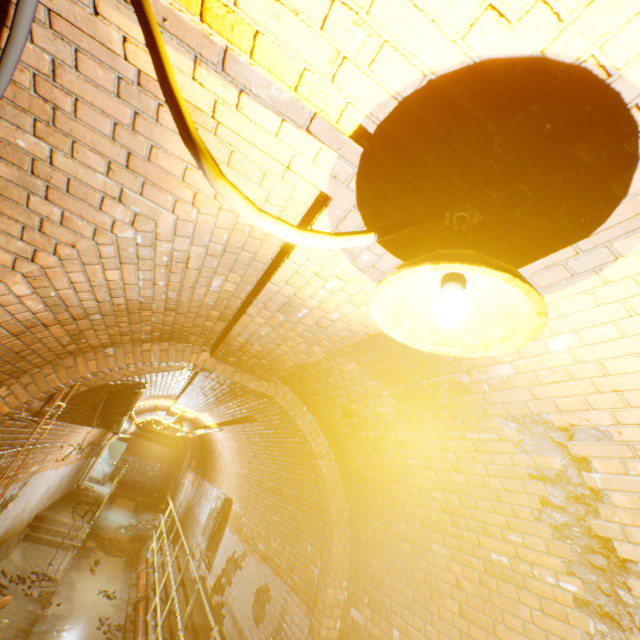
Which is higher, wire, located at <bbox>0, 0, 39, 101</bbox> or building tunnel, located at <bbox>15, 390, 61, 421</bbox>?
wire, located at <bbox>0, 0, 39, 101</bbox>

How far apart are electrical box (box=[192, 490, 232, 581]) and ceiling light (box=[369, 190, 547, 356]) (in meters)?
9.72

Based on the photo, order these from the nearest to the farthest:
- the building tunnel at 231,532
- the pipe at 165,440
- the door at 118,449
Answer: the building tunnel at 231,532 → the pipe at 165,440 → the door at 118,449

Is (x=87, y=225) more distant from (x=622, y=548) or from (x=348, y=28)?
(x=622, y=548)

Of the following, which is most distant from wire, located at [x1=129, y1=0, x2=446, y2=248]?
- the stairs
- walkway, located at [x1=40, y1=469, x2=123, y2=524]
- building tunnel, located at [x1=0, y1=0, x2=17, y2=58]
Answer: walkway, located at [x1=40, y1=469, x2=123, y2=524]

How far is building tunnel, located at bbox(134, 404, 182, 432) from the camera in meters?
11.8 m

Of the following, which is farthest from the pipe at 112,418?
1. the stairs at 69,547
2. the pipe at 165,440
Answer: the pipe at 165,440

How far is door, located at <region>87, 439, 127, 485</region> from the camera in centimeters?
1605cm
